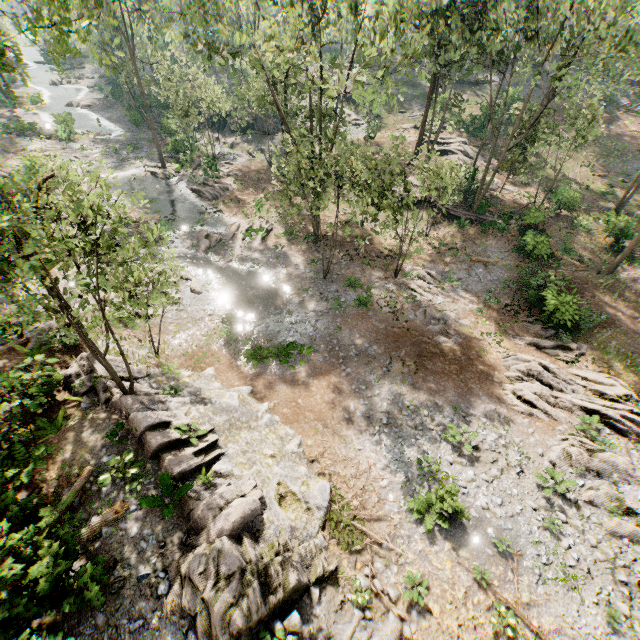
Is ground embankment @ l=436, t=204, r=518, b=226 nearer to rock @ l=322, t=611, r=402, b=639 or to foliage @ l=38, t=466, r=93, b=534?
foliage @ l=38, t=466, r=93, b=534

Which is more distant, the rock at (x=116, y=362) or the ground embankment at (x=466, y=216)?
the ground embankment at (x=466, y=216)

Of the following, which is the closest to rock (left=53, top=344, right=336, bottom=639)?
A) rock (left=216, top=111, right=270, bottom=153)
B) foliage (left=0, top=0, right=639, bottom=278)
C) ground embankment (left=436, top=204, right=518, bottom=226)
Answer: foliage (left=0, top=0, right=639, bottom=278)

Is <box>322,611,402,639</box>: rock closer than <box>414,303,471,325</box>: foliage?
Yes

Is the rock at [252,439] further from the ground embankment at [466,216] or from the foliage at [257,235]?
the ground embankment at [466,216]

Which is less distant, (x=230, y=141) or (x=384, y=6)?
(x=230, y=141)

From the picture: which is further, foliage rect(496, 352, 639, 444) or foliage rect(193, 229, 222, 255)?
foliage rect(193, 229, 222, 255)

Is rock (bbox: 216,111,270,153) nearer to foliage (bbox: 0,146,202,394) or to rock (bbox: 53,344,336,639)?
foliage (bbox: 0,146,202,394)
